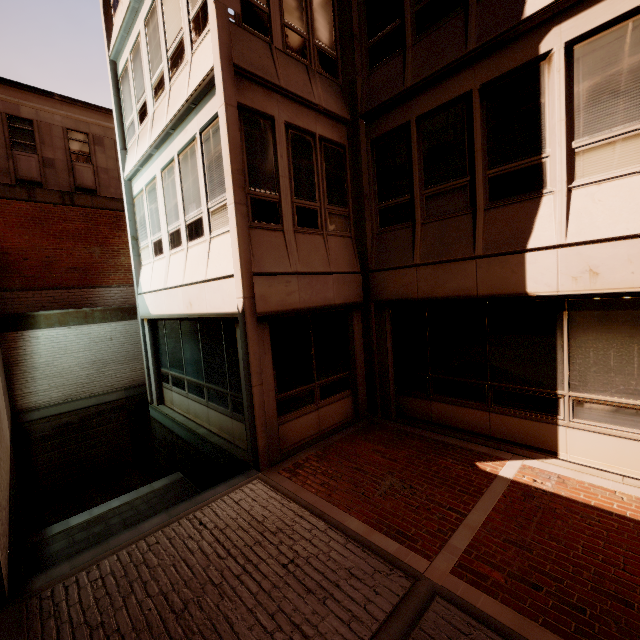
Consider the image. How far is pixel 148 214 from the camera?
9.7 meters
